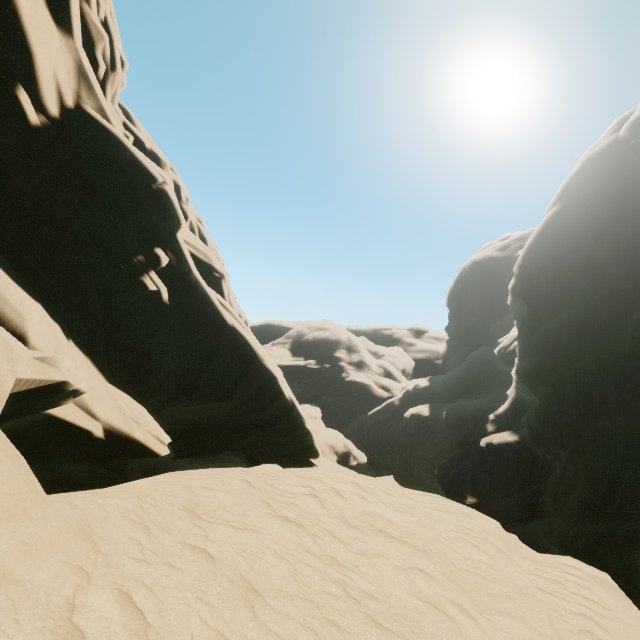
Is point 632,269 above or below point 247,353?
above
